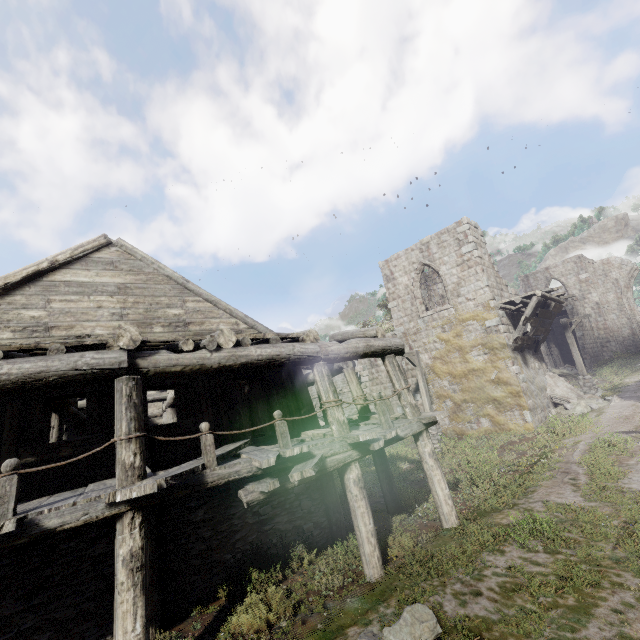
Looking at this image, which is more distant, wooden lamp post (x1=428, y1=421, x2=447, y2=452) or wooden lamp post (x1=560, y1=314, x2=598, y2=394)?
wooden lamp post (x1=560, y1=314, x2=598, y2=394)

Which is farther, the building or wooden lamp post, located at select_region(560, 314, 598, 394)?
wooden lamp post, located at select_region(560, 314, 598, 394)

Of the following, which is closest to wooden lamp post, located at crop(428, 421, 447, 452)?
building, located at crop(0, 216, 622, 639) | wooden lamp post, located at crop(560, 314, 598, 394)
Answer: building, located at crop(0, 216, 622, 639)

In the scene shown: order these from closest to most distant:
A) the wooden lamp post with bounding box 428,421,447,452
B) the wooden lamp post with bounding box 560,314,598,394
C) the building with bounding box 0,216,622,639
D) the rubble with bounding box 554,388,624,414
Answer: the building with bounding box 0,216,622,639 < the wooden lamp post with bounding box 428,421,447,452 < the rubble with bounding box 554,388,624,414 < the wooden lamp post with bounding box 560,314,598,394

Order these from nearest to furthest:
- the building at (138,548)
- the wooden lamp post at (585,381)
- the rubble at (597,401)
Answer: the building at (138,548) → the rubble at (597,401) → the wooden lamp post at (585,381)

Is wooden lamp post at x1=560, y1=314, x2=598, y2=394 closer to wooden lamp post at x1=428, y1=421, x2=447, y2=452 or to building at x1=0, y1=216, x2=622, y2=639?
building at x1=0, y1=216, x2=622, y2=639

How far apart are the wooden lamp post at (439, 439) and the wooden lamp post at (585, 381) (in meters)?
9.48

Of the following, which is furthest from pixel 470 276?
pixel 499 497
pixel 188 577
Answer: pixel 188 577
